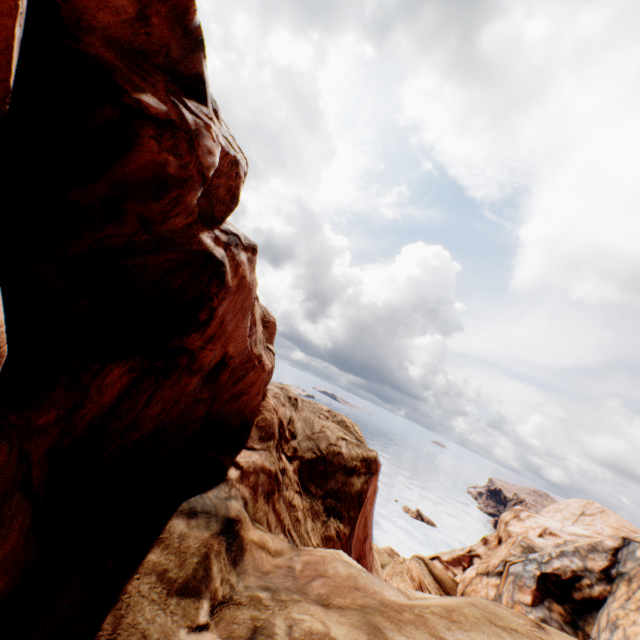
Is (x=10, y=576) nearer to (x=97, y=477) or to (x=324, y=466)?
(x=97, y=477)
